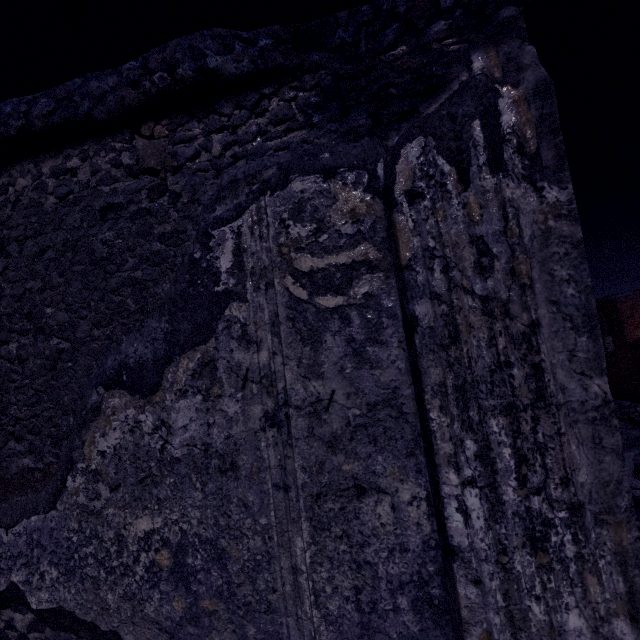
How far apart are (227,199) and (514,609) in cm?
140
